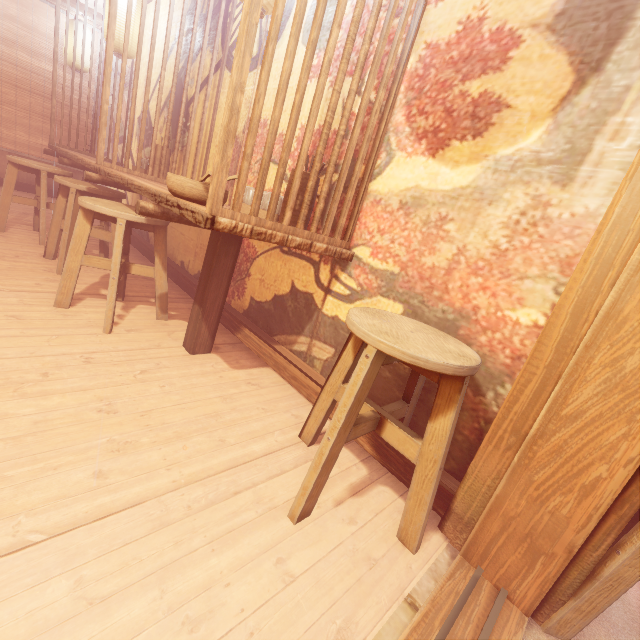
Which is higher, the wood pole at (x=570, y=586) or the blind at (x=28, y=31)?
the blind at (x=28, y=31)

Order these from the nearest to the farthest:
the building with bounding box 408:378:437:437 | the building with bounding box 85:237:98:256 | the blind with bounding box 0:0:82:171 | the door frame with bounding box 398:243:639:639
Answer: the door frame with bounding box 398:243:639:639, the building with bounding box 408:378:437:437, the building with bounding box 85:237:98:256, the blind with bounding box 0:0:82:171

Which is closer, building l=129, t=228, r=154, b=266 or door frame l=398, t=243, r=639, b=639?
door frame l=398, t=243, r=639, b=639

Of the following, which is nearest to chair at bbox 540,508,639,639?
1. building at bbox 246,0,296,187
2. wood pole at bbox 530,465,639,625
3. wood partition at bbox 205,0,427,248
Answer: wood pole at bbox 530,465,639,625

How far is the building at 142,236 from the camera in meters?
6.5 m

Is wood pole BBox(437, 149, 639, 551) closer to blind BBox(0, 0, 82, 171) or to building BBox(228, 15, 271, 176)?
building BBox(228, 15, 271, 176)

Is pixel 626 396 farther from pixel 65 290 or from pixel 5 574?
pixel 65 290

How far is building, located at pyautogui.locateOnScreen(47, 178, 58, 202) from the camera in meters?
10.0 m
